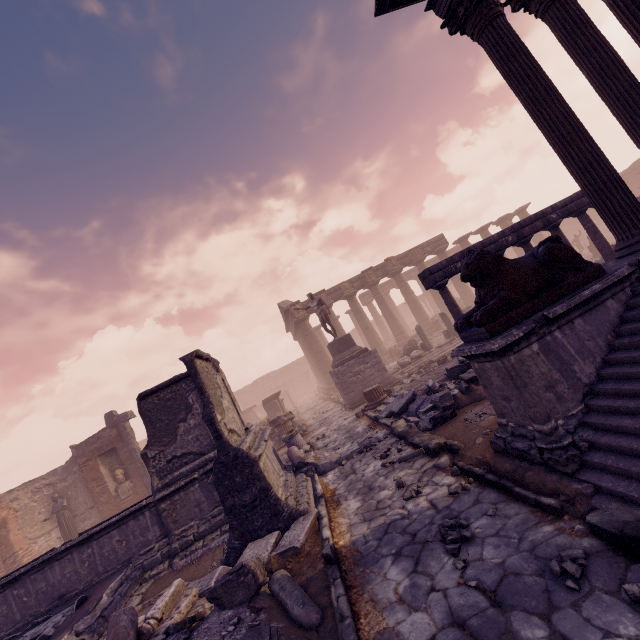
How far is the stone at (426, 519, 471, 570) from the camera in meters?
3.3 m

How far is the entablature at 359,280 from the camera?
26.1 meters

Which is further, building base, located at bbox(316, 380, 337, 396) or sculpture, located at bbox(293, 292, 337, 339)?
building base, located at bbox(316, 380, 337, 396)

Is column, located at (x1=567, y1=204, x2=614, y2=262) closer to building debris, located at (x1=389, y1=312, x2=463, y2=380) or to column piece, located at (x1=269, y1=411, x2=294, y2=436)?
building debris, located at (x1=389, y1=312, x2=463, y2=380)

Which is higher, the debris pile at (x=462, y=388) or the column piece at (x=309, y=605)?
the debris pile at (x=462, y=388)

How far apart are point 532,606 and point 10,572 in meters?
11.2

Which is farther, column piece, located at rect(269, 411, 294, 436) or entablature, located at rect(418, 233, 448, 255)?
entablature, located at rect(418, 233, 448, 255)

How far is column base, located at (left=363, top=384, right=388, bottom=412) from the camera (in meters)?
11.75
